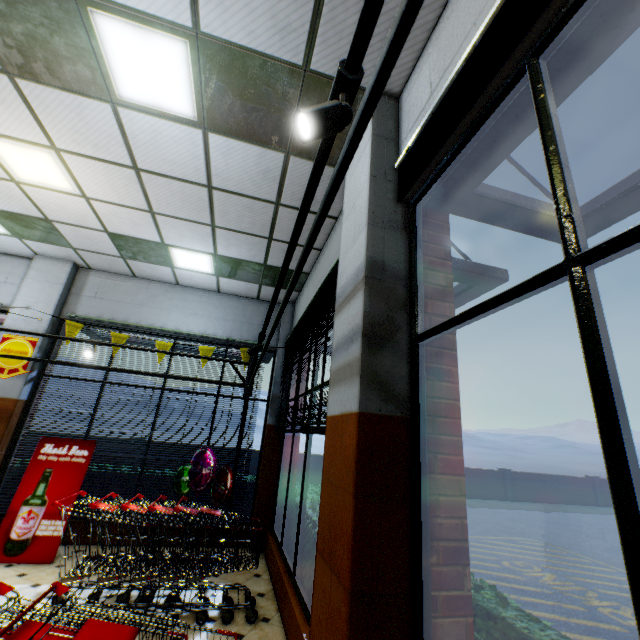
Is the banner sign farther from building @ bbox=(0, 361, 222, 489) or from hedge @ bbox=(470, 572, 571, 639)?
hedge @ bbox=(470, 572, 571, 639)

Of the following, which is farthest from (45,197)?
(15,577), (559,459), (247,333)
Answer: (559,459)

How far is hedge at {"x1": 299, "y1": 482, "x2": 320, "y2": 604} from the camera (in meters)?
3.67

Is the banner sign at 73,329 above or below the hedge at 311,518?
above

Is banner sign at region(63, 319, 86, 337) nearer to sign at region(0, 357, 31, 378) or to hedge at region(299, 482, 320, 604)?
sign at region(0, 357, 31, 378)

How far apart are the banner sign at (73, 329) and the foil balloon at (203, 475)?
3.2m

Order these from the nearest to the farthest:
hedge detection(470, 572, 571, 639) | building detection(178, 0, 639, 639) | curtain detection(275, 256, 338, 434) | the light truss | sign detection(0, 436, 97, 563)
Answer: the light truss, building detection(178, 0, 639, 639), hedge detection(470, 572, 571, 639), curtain detection(275, 256, 338, 434), sign detection(0, 436, 97, 563)

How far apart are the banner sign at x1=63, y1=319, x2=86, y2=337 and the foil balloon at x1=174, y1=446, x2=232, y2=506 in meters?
3.2
